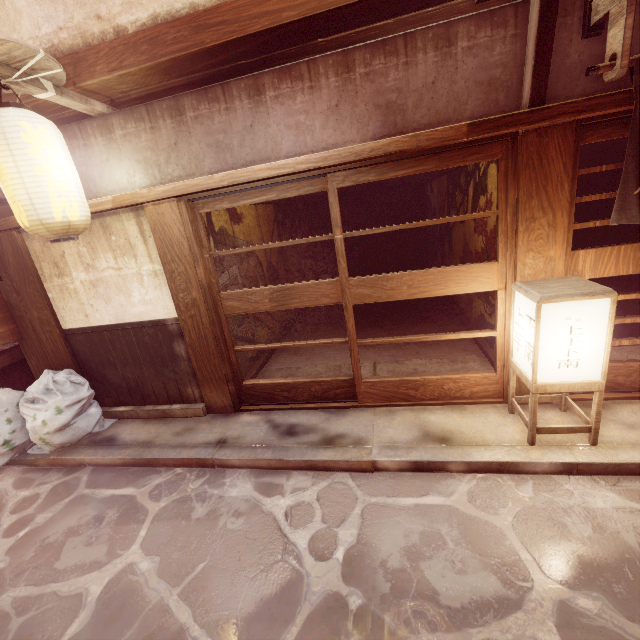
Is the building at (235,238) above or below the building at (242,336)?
above

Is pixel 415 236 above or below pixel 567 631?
above

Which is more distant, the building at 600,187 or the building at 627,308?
the building at 600,187

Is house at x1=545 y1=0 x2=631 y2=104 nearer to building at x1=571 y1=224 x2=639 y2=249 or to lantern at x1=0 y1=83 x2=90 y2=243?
building at x1=571 y1=224 x2=639 y2=249

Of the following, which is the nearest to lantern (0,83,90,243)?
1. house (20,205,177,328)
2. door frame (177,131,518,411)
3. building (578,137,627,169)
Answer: house (20,205,177,328)

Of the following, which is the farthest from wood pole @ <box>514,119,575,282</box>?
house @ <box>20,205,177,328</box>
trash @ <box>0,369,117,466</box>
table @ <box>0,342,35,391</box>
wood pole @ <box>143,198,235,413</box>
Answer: table @ <box>0,342,35,391</box>

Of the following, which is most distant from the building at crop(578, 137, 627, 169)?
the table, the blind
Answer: the table

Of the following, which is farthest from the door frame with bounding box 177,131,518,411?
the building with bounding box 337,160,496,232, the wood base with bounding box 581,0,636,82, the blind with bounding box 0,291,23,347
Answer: the blind with bounding box 0,291,23,347
